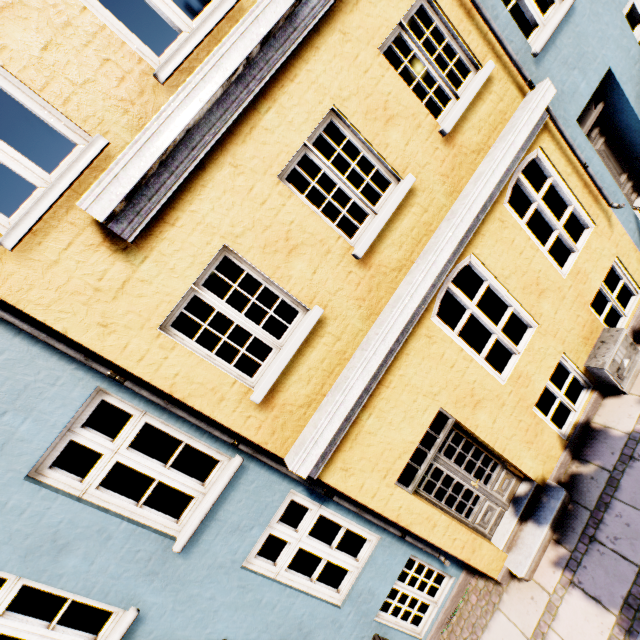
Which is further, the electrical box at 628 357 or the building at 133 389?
the electrical box at 628 357

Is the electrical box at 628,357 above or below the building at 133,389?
below

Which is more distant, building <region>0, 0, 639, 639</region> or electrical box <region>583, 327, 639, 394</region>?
electrical box <region>583, 327, 639, 394</region>

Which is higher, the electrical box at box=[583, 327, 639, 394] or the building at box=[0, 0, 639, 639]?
the building at box=[0, 0, 639, 639]

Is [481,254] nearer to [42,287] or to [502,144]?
[502,144]
